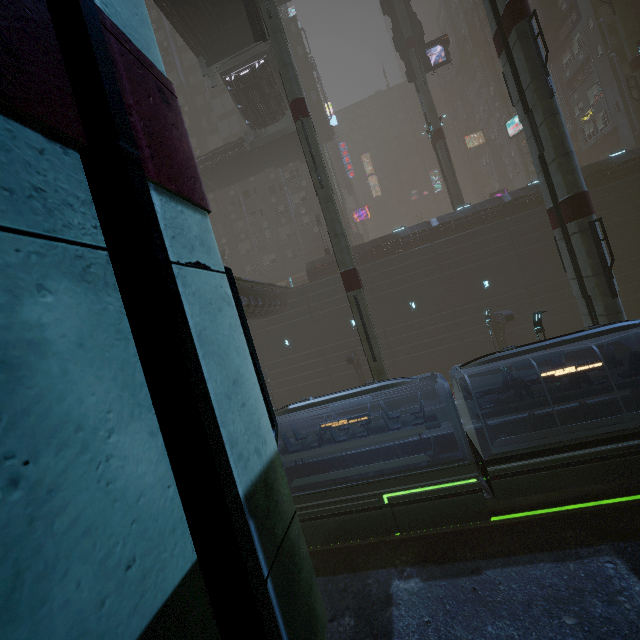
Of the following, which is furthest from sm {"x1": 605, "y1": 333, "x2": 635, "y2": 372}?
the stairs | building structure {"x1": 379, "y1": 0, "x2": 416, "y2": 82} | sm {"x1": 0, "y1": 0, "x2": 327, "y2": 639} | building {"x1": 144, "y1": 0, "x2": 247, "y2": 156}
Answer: sm {"x1": 0, "y1": 0, "x2": 327, "y2": 639}

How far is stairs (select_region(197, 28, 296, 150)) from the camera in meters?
24.7

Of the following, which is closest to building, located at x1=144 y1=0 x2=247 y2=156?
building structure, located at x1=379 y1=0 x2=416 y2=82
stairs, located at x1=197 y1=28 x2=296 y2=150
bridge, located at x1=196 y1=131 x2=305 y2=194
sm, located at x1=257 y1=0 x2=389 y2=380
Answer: sm, located at x1=257 y1=0 x2=389 y2=380

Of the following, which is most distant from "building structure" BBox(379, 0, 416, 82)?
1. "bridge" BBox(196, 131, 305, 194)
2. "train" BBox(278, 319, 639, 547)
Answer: "train" BBox(278, 319, 639, 547)

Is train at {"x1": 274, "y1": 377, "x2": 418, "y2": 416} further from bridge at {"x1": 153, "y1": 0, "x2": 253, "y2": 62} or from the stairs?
the stairs

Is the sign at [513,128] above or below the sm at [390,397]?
above

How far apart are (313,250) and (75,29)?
38.6m

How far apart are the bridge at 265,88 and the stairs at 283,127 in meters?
0.0 m
